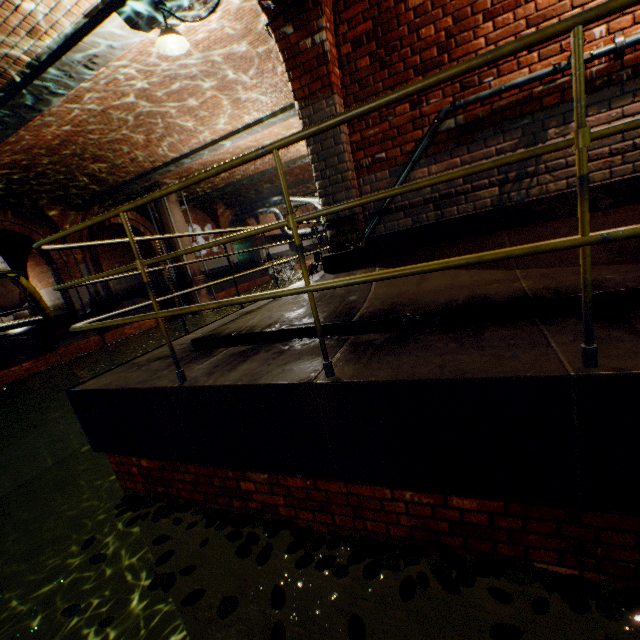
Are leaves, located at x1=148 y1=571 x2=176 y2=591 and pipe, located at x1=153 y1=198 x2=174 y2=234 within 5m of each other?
no

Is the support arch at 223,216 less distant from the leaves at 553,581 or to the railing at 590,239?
the railing at 590,239

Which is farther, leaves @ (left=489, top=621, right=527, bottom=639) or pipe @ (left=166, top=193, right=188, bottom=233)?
pipe @ (left=166, top=193, right=188, bottom=233)

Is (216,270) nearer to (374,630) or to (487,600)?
(374,630)

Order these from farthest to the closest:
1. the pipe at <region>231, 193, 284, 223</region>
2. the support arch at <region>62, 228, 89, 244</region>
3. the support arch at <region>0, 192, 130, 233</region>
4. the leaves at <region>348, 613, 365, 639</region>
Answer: the pipe at <region>231, 193, 284, 223</region> < the support arch at <region>62, 228, 89, 244</region> < the support arch at <region>0, 192, 130, 233</region> < the leaves at <region>348, 613, 365, 639</region>

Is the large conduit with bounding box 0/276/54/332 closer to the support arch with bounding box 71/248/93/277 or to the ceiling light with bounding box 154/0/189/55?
the support arch with bounding box 71/248/93/277

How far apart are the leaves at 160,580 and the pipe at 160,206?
13.6 meters

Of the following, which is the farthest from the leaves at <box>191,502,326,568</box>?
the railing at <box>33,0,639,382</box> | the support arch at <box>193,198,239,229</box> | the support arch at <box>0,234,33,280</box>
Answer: the support arch at <box>0,234,33,280</box>
